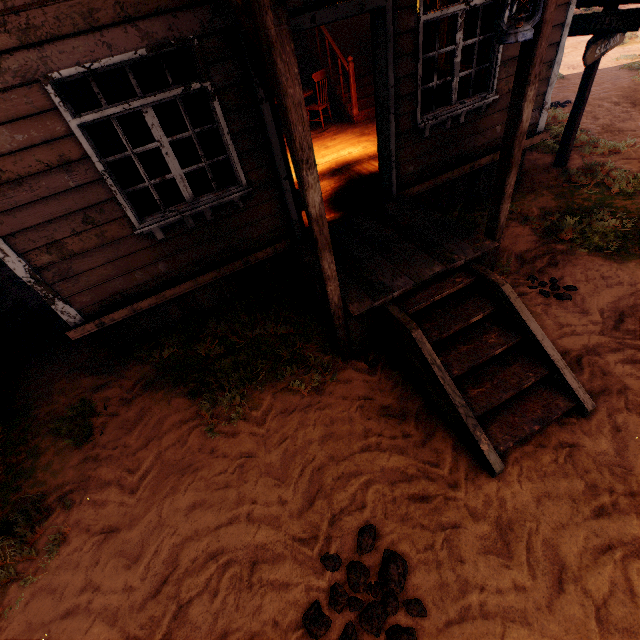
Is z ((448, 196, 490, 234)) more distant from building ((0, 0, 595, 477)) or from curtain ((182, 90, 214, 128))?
curtain ((182, 90, 214, 128))

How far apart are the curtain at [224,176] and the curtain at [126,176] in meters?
0.7

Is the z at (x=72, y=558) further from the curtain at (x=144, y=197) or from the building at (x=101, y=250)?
the curtain at (x=144, y=197)

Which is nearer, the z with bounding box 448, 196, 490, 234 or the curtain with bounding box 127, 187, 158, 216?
the curtain with bounding box 127, 187, 158, 216

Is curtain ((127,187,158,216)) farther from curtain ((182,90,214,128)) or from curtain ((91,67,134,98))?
curtain ((182,90,214,128))

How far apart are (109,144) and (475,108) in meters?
5.0

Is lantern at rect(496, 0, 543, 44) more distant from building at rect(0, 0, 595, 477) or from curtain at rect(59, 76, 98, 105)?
curtain at rect(59, 76, 98, 105)

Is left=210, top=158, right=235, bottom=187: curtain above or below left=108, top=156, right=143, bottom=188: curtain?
below
